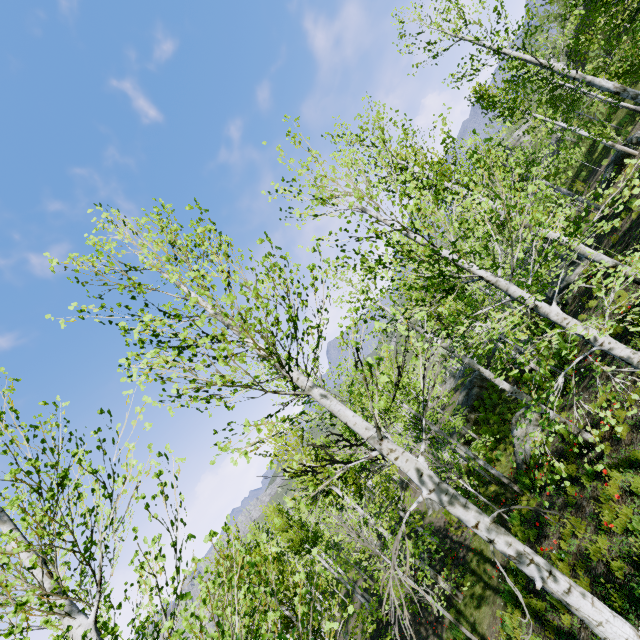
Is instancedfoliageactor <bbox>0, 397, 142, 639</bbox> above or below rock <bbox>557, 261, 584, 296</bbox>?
above

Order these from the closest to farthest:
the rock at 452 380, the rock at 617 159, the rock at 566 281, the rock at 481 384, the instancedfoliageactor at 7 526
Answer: the instancedfoliageactor at 7 526 → the rock at 566 281 → the rock at 617 159 → the rock at 481 384 → the rock at 452 380

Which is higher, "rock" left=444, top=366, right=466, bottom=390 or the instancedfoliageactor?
the instancedfoliageactor

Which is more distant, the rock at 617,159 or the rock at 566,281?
the rock at 617,159

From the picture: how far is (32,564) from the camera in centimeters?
255cm

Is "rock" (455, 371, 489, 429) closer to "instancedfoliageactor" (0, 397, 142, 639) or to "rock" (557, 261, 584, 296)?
"rock" (557, 261, 584, 296)

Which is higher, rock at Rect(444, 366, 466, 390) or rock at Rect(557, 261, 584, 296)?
rock at Rect(557, 261, 584, 296)

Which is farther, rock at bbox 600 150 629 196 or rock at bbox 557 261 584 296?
rock at bbox 600 150 629 196
